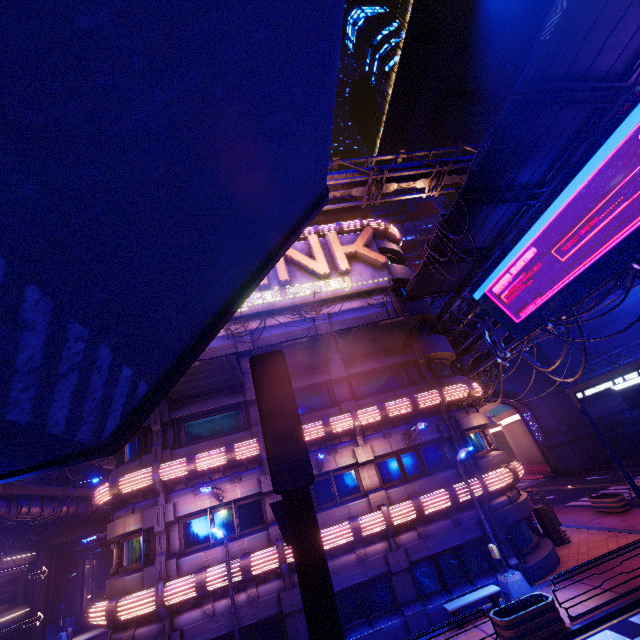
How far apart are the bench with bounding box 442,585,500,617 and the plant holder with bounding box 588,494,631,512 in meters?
12.9

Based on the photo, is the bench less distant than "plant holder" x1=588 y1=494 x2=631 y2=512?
Yes

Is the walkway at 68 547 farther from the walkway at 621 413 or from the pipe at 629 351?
the walkway at 621 413

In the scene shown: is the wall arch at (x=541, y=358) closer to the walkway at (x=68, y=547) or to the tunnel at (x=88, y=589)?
the walkway at (x=68, y=547)

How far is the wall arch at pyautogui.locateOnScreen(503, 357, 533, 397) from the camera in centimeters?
4291cm

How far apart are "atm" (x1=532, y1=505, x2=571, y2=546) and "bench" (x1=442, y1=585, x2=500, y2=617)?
7.1 meters

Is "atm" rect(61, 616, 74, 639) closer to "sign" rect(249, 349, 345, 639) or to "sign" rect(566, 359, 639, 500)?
"sign" rect(249, 349, 345, 639)

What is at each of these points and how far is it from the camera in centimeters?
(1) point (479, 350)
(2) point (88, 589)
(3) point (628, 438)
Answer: (1) pipe, 2344cm
(2) tunnel, 4056cm
(3) vent, 3656cm
